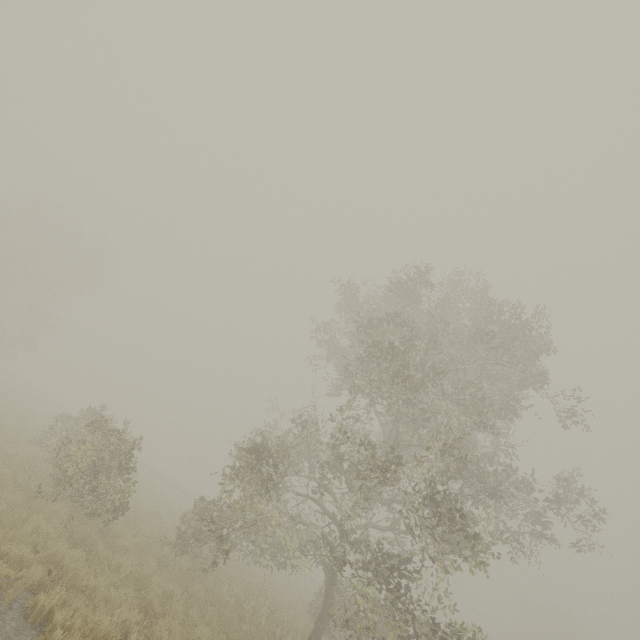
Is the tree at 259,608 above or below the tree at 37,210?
below

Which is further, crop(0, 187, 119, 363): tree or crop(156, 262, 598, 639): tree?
crop(0, 187, 119, 363): tree

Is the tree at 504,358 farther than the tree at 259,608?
No

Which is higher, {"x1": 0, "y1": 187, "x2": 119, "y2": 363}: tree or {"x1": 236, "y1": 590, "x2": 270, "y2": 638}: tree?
{"x1": 0, "y1": 187, "x2": 119, "y2": 363}: tree

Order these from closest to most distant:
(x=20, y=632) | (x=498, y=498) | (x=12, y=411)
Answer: (x=20, y=632)
(x=498, y=498)
(x=12, y=411)

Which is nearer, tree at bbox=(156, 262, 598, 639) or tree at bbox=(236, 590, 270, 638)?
tree at bbox=(156, 262, 598, 639)

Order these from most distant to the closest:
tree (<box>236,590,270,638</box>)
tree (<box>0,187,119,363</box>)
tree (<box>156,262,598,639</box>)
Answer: tree (<box>0,187,119,363</box>) < tree (<box>236,590,270,638</box>) < tree (<box>156,262,598,639</box>)
